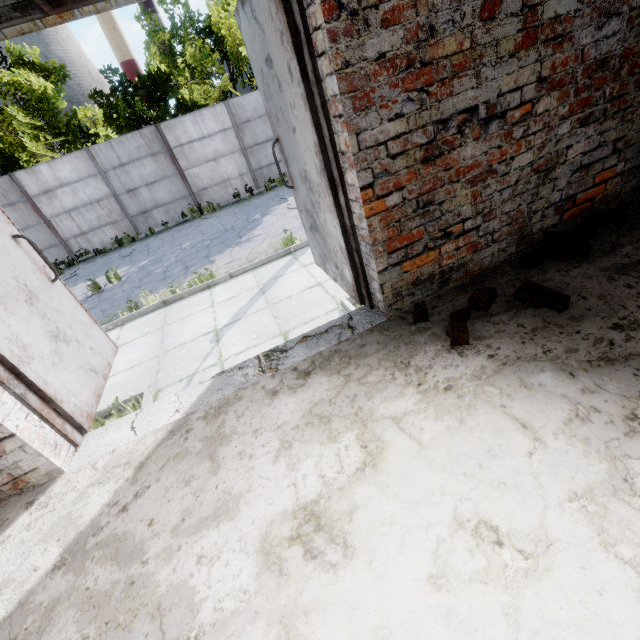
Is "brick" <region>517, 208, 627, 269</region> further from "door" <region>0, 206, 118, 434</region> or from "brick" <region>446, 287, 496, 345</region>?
"door" <region>0, 206, 118, 434</region>

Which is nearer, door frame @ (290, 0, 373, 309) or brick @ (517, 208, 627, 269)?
door frame @ (290, 0, 373, 309)

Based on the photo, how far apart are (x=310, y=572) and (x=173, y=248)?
11.62m

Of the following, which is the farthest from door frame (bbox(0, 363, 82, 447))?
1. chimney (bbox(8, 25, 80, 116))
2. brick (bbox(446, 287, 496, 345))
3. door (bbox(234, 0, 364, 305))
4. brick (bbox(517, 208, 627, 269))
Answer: chimney (bbox(8, 25, 80, 116))

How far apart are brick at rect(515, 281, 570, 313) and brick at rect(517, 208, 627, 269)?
0.4 meters

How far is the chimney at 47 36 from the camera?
55.25m

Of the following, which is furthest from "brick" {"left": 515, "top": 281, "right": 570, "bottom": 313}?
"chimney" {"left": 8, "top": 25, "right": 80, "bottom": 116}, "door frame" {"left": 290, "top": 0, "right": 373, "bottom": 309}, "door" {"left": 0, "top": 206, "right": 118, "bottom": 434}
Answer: "chimney" {"left": 8, "top": 25, "right": 80, "bottom": 116}

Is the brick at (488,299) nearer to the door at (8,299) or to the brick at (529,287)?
the brick at (529,287)
